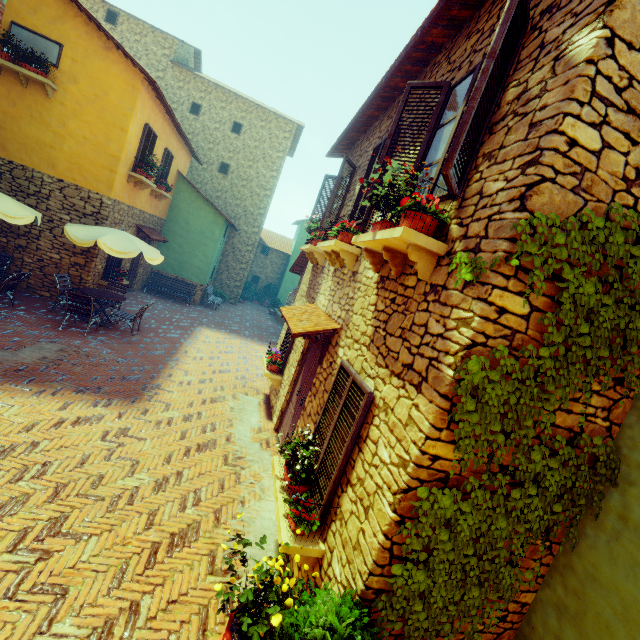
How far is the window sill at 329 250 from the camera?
5.4m

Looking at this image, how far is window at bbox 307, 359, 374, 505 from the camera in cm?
346

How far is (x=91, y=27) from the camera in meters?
9.0

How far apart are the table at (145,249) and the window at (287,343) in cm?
427

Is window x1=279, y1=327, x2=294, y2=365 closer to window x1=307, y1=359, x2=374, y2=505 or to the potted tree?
window x1=307, y1=359, x2=374, y2=505

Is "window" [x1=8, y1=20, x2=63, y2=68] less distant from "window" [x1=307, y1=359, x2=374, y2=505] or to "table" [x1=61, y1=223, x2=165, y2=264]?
"table" [x1=61, y1=223, x2=165, y2=264]

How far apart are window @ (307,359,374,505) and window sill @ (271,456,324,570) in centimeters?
13cm

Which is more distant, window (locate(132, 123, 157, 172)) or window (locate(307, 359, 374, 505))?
window (locate(132, 123, 157, 172))
